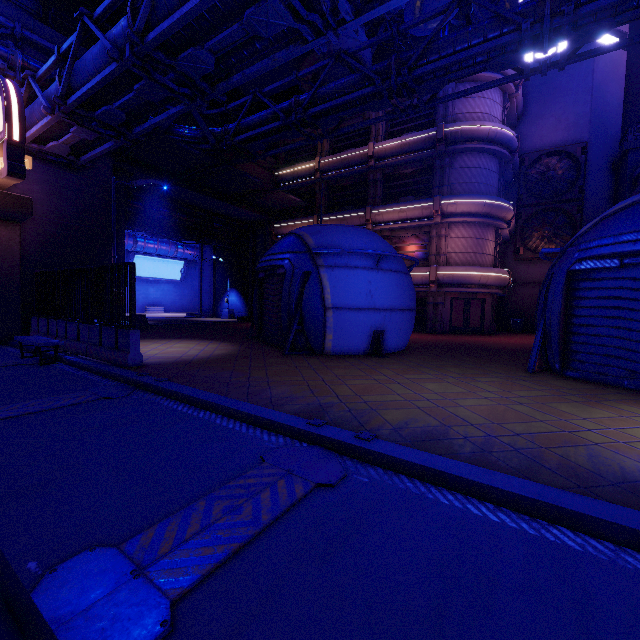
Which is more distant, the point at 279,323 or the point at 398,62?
the point at 279,323

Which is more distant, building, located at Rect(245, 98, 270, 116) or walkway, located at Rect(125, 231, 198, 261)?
walkway, located at Rect(125, 231, 198, 261)

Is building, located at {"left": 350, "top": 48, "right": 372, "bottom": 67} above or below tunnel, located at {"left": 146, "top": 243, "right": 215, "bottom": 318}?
above

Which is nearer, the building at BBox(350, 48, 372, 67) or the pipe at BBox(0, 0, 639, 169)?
the pipe at BBox(0, 0, 639, 169)

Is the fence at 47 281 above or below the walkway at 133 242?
below

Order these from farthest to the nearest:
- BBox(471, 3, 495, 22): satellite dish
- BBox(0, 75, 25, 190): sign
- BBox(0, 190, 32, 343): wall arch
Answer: BBox(471, 3, 495, 22): satellite dish
BBox(0, 190, 32, 343): wall arch
BBox(0, 75, 25, 190): sign

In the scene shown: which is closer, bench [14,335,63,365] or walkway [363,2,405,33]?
bench [14,335,63,365]

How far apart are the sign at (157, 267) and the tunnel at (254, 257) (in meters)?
16.29
